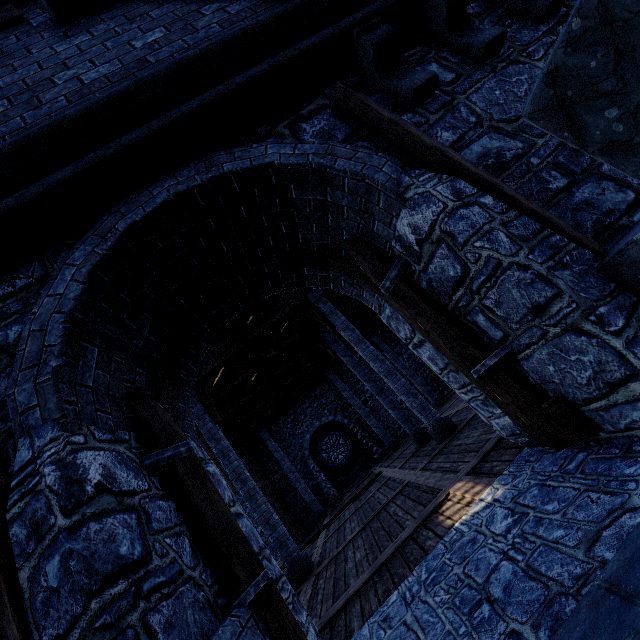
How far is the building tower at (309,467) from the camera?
17.8 meters

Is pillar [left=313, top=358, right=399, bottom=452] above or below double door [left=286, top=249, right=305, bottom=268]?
above

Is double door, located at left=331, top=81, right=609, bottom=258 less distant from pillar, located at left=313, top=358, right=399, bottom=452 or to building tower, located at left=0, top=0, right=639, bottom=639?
building tower, located at left=0, top=0, right=639, bottom=639

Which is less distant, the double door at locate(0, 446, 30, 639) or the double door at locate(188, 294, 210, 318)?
the double door at locate(0, 446, 30, 639)

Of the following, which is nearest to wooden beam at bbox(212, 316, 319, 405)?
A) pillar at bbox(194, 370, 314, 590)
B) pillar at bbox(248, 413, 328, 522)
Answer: pillar at bbox(194, 370, 314, 590)

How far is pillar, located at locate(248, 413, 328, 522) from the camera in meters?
15.0 m

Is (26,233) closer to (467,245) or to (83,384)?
(83,384)

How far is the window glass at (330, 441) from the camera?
19.3m
